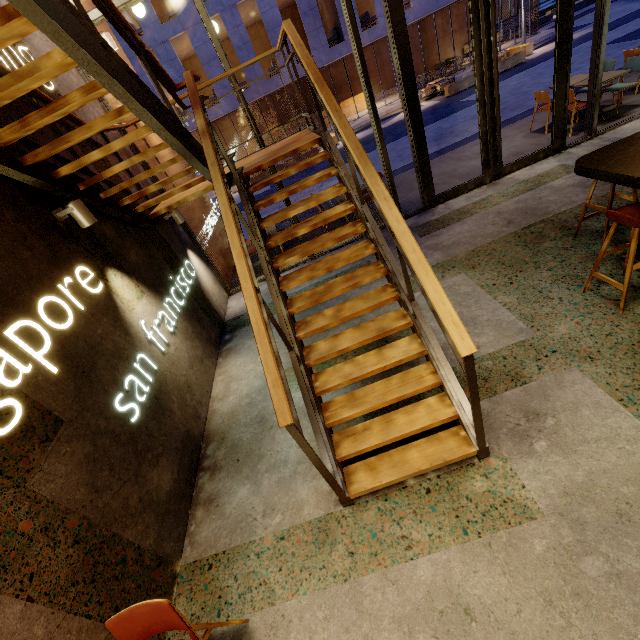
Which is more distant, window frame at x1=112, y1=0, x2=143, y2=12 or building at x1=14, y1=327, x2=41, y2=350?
window frame at x1=112, y1=0, x2=143, y2=12

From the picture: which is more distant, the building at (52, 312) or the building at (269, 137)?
the building at (269, 137)

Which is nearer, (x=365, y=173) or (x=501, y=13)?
(x=365, y=173)

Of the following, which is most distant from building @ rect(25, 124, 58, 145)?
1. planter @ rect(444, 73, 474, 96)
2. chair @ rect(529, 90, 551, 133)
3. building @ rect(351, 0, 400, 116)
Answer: building @ rect(351, 0, 400, 116)

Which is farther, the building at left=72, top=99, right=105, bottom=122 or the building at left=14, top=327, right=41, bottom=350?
the building at left=72, top=99, right=105, bottom=122

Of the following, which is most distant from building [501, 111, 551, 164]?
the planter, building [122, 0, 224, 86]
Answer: building [122, 0, 224, 86]

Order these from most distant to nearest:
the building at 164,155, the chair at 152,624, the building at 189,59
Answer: the building at 189,59 < the building at 164,155 < the chair at 152,624

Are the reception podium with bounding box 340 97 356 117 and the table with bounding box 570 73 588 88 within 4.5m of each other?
no
